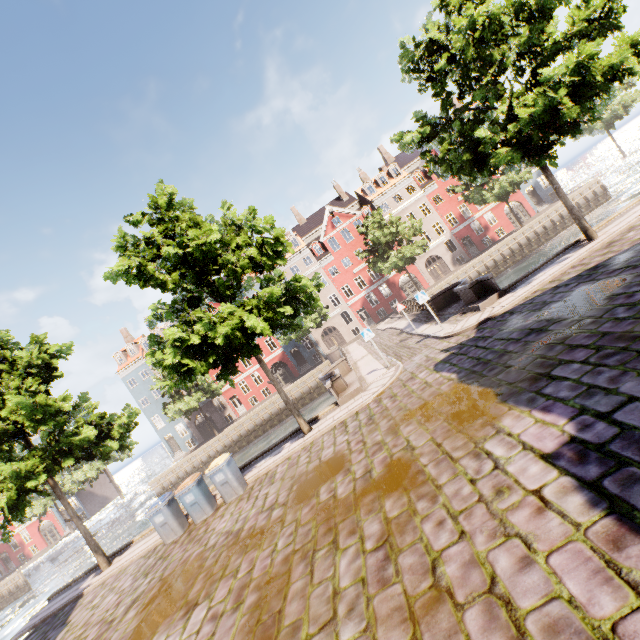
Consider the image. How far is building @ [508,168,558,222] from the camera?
40.19m

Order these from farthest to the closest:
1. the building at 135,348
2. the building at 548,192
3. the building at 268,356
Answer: the building at 135,348 < the building at 268,356 < the building at 548,192

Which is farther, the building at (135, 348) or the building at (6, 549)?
the building at (6, 549)

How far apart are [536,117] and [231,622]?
14.1 meters

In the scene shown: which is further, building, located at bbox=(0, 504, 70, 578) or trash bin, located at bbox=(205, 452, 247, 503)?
building, located at bbox=(0, 504, 70, 578)

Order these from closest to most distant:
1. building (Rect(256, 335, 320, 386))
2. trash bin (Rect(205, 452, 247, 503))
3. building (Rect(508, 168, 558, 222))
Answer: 1. trash bin (Rect(205, 452, 247, 503))
2. building (Rect(508, 168, 558, 222))
3. building (Rect(256, 335, 320, 386))

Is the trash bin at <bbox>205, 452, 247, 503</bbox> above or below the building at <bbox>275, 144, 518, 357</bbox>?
below
